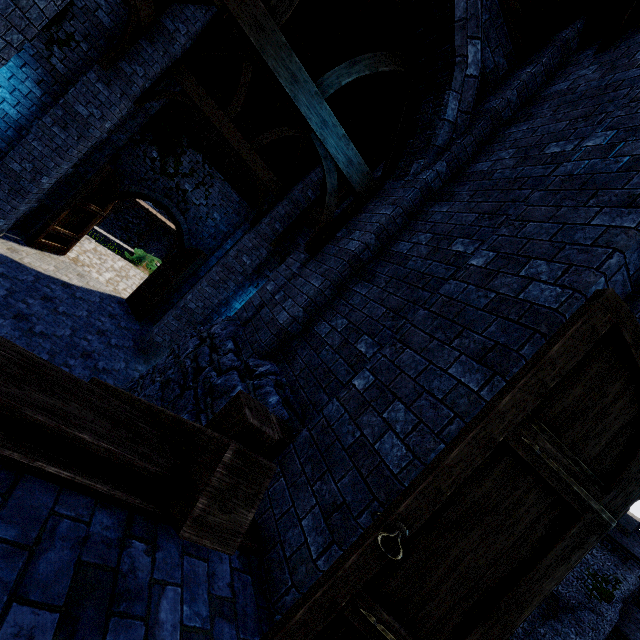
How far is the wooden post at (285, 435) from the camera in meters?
2.9

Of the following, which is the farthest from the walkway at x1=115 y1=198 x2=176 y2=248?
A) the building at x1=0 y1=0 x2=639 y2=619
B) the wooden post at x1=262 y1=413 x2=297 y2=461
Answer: the wooden post at x1=262 y1=413 x2=297 y2=461

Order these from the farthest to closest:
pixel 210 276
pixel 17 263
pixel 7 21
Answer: pixel 210 276 → pixel 17 263 → pixel 7 21

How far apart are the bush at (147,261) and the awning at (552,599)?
43.83m

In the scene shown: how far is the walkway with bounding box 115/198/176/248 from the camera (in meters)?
26.52

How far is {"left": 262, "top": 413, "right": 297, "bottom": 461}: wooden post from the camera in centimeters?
289cm

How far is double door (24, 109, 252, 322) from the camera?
10.23m

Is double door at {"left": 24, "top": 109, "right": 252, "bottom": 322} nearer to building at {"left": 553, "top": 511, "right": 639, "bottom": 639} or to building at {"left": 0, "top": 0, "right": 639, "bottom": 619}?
building at {"left": 0, "top": 0, "right": 639, "bottom": 619}
